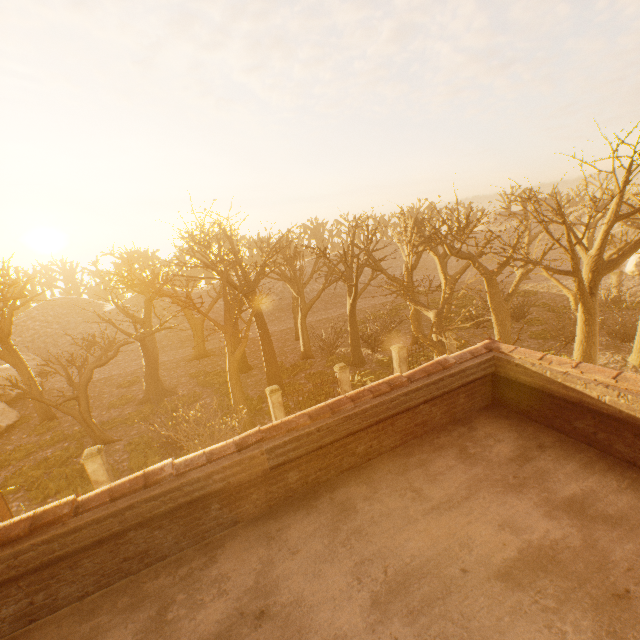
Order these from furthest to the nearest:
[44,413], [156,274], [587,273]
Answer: [156,274] → [44,413] → [587,273]

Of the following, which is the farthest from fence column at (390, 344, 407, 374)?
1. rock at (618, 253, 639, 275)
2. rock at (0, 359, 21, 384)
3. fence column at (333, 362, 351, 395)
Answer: rock at (618, 253, 639, 275)

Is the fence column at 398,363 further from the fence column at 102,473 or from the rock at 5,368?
the rock at 5,368

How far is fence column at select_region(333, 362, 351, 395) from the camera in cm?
1770

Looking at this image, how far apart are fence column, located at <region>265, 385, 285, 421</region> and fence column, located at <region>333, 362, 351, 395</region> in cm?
325

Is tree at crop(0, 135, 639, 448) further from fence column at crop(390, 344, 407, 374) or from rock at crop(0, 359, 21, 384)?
rock at crop(0, 359, 21, 384)

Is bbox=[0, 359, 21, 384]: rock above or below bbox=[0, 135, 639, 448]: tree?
above

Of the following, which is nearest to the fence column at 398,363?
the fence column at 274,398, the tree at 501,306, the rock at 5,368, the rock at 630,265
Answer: the tree at 501,306
